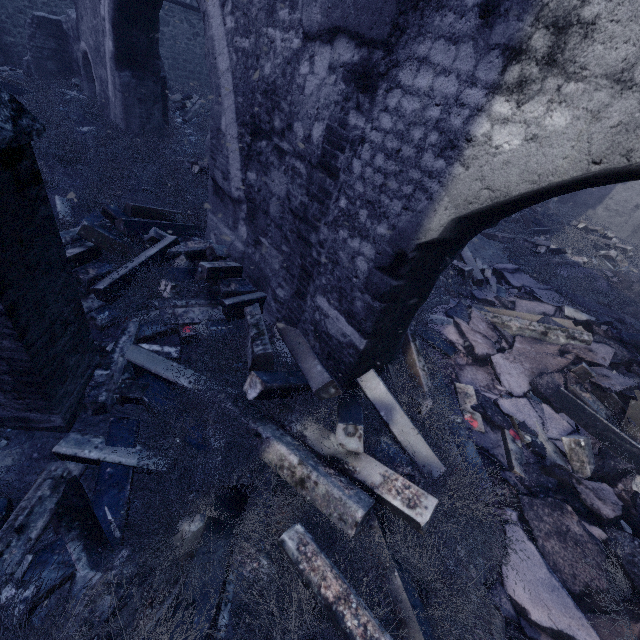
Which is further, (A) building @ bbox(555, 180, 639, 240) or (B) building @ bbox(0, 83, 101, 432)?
(A) building @ bbox(555, 180, 639, 240)

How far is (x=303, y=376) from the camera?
3.2 meters

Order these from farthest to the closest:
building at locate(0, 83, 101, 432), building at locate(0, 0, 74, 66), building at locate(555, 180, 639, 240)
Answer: building at locate(555, 180, 639, 240)
building at locate(0, 0, 74, 66)
building at locate(0, 83, 101, 432)

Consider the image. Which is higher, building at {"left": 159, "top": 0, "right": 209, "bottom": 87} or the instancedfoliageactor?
building at {"left": 159, "top": 0, "right": 209, "bottom": 87}

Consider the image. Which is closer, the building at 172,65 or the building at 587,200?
the building at 172,65

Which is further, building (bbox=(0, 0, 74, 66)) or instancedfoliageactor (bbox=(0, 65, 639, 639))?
building (bbox=(0, 0, 74, 66))

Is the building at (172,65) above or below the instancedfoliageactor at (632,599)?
above
